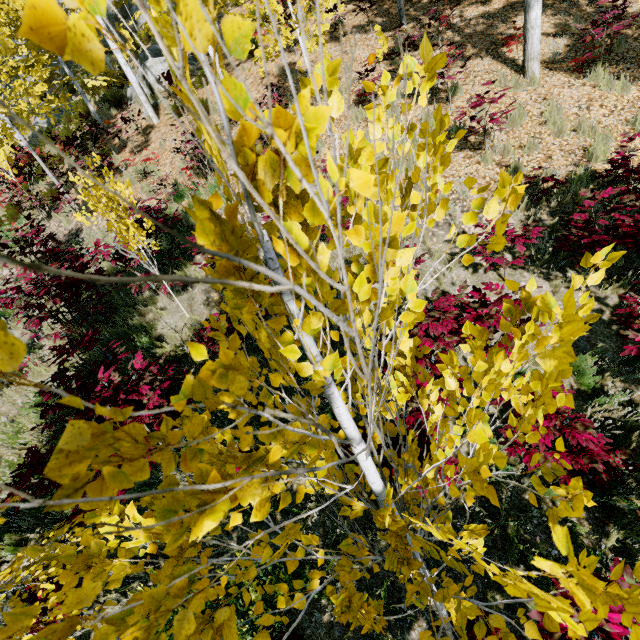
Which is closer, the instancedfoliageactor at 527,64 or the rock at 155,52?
the instancedfoliageactor at 527,64

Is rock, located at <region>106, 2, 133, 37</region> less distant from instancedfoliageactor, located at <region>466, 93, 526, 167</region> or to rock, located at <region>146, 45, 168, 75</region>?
instancedfoliageactor, located at <region>466, 93, 526, 167</region>

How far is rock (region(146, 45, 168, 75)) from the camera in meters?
13.3 m

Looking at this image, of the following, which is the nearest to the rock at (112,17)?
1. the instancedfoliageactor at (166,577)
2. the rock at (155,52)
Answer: the instancedfoliageactor at (166,577)

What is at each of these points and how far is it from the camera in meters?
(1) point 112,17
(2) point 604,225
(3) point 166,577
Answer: (1) rock, 22.2 m
(2) instancedfoliageactor, 4.5 m
(3) instancedfoliageactor, 1.3 m

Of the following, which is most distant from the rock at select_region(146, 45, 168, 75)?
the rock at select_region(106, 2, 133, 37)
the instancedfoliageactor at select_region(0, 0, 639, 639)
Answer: the rock at select_region(106, 2, 133, 37)

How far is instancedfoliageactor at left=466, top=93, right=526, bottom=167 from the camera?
5.8m
